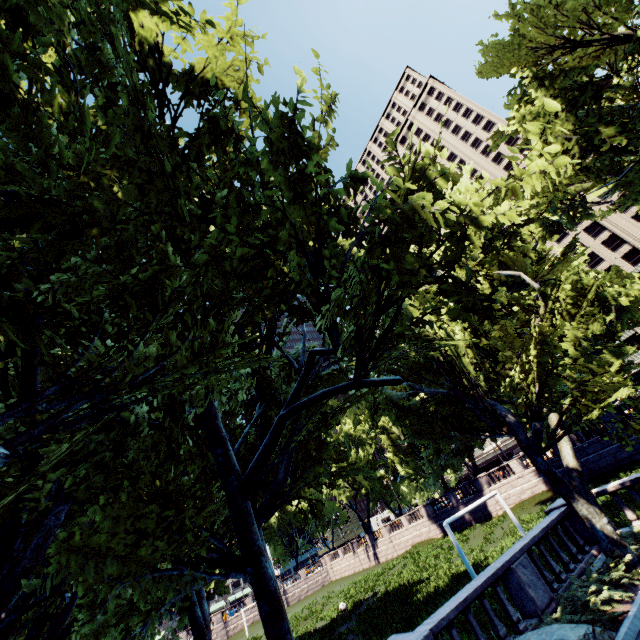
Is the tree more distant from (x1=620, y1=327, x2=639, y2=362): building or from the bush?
(x1=620, y1=327, x2=639, y2=362): building

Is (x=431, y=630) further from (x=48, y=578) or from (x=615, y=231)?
(x=615, y=231)

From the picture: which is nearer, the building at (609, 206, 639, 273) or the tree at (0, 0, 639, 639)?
the tree at (0, 0, 639, 639)

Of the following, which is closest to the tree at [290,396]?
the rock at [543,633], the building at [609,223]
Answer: the rock at [543,633]

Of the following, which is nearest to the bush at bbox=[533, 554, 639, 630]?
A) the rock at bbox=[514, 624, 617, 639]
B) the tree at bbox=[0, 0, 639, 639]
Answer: the rock at bbox=[514, 624, 617, 639]

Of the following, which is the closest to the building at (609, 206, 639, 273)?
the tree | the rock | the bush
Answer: the tree

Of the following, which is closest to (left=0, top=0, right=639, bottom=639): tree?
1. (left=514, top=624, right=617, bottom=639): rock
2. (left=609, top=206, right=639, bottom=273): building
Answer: (left=514, top=624, right=617, bottom=639): rock

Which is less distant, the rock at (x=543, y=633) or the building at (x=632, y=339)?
the rock at (x=543, y=633)
